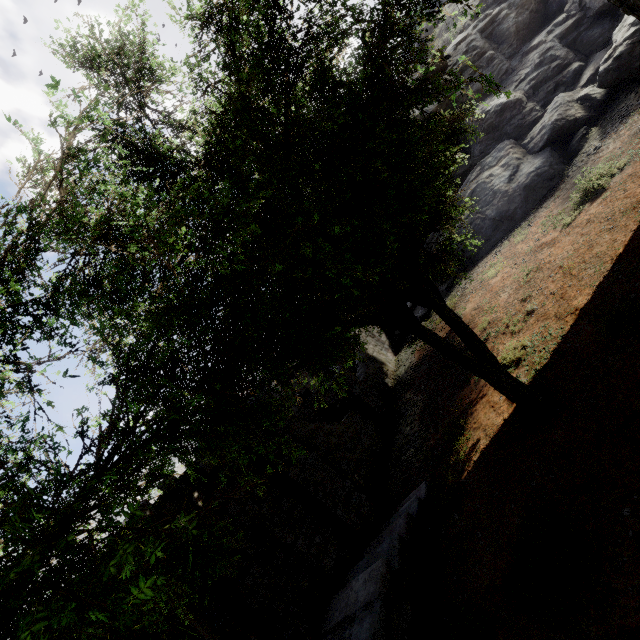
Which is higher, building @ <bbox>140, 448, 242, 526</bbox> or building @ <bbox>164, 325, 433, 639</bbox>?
building @ <bbox>140, 448, 242, 526</bbox>

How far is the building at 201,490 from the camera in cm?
740

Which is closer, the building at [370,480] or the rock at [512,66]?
the building at [370,480]

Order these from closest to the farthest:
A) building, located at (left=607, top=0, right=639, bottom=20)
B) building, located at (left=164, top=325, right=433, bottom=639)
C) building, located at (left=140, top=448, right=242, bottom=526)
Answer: building, located at (left=164, top=325, right=433, bottom=639) → building, located at (left=140, top=448, right=242, bottom=526) → building, located at (left=607, top=0, right=639, bottom=20)

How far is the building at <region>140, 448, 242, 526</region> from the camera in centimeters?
740cm

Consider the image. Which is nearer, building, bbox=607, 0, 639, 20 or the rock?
building, bbox=607, 0, 639, 20

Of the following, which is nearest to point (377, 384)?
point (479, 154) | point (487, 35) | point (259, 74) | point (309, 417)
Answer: point (309, 417)

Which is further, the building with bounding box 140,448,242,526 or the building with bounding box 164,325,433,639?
the building with bounding box 140,448,242,526
